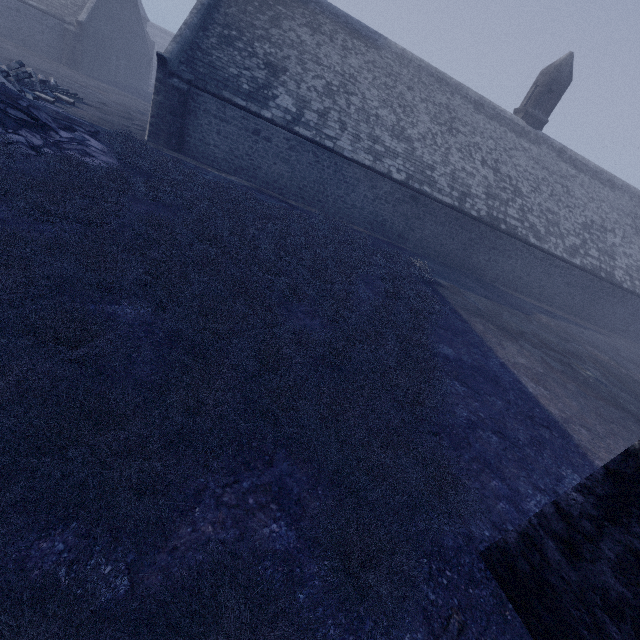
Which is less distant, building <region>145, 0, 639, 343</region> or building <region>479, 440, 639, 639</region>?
building <region>479, 440, 639, 639</region>

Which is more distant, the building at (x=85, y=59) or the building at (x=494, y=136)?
the building at (x=85, y=59)

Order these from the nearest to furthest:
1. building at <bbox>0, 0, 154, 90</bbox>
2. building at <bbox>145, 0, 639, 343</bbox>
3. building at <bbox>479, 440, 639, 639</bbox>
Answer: building at <bbox>479, 440, 639, 639</bbox> → building at <bbox>145, 0, 639, 343</bbox> → building at <bbox>0, 0, 154, 90</bbox>

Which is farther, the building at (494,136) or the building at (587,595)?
the building at (494,136)

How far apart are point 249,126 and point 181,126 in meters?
2.9

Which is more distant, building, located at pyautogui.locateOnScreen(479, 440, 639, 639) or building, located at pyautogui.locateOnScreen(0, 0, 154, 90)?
building, located at pyautogui.locateOnScreen(0, 0, 154, 90)
